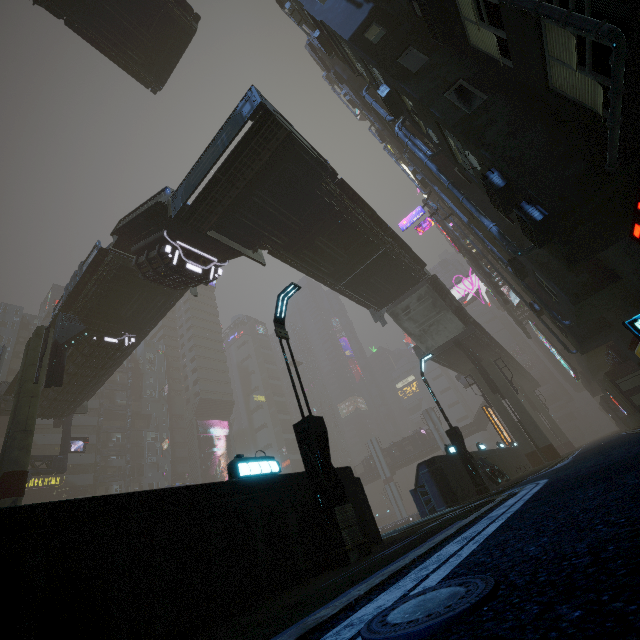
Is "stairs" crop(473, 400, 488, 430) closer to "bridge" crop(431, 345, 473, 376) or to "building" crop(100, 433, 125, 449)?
"bridge" crop(431, 345, 473, 376)

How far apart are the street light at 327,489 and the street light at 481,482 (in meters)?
10.22

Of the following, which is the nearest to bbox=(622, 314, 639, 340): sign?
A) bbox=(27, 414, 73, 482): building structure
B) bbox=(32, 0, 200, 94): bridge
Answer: bbox=(32, 0, 200, 94): bridge

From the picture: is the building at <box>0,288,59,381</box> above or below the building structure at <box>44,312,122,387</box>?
above

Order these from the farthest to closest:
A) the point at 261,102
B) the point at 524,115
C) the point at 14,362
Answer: the point at 14,362 → the point at 261,102 → the point at 524,115

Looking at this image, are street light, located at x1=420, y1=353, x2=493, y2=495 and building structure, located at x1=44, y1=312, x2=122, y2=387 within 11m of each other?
no

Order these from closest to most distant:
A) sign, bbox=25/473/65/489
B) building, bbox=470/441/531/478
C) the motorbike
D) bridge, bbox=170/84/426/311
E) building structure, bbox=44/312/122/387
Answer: bridge, bbox=170/84/426/311, the motorbike, building structure, bbox=44/312/122/387, building, bbox=470/441/531/478, sign, bbox=25/473/65/489

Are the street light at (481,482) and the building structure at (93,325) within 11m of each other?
no
